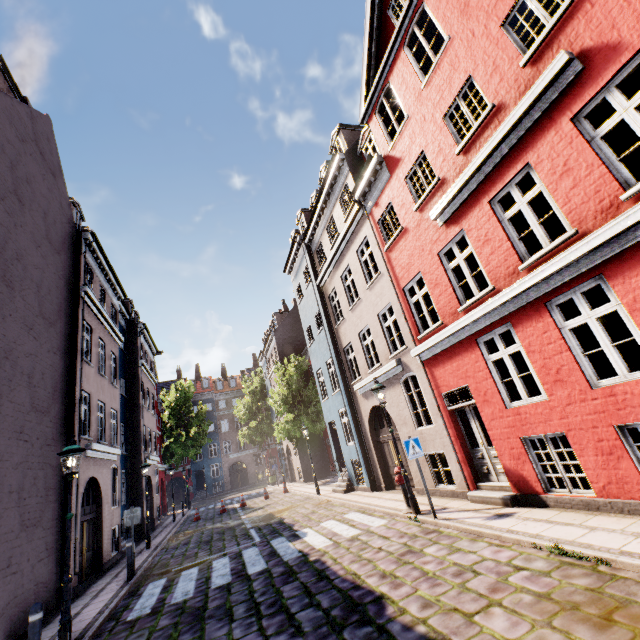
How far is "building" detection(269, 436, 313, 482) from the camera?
26.7 meters

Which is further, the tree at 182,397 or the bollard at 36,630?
the tree at 182,397

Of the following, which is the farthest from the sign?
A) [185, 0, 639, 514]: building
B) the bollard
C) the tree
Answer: the tree

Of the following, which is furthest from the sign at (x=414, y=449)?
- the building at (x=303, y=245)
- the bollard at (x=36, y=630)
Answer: the bollard at (x=36, y=630)

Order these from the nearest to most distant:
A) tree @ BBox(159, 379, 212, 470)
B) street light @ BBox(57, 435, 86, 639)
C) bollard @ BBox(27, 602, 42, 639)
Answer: bollard @ BBox(27, 602, 42, 639), street light @ BBox(57, 435, 86, 639), tree @ BBox(159, 379, 212, 470)

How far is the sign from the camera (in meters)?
8.39

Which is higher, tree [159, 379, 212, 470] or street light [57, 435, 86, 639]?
tree [159, 379, 212, 470]

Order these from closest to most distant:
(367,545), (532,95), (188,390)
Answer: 1. (532,95)
2. (367,545)
3. (188,390)
